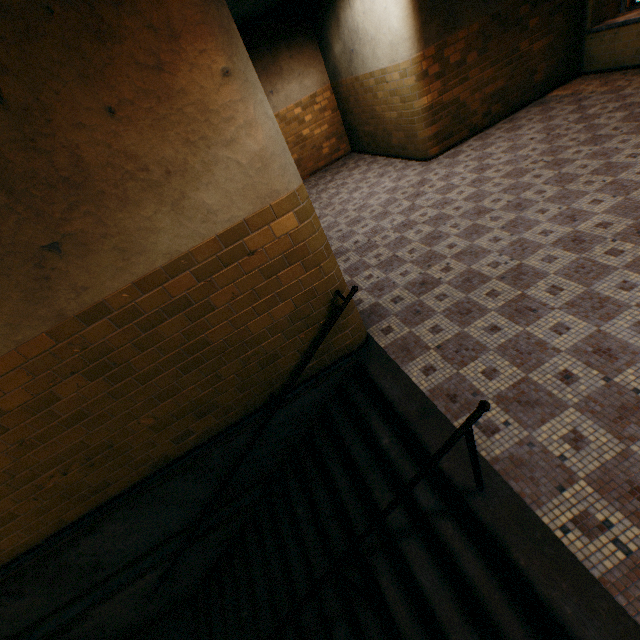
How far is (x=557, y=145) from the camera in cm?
561
